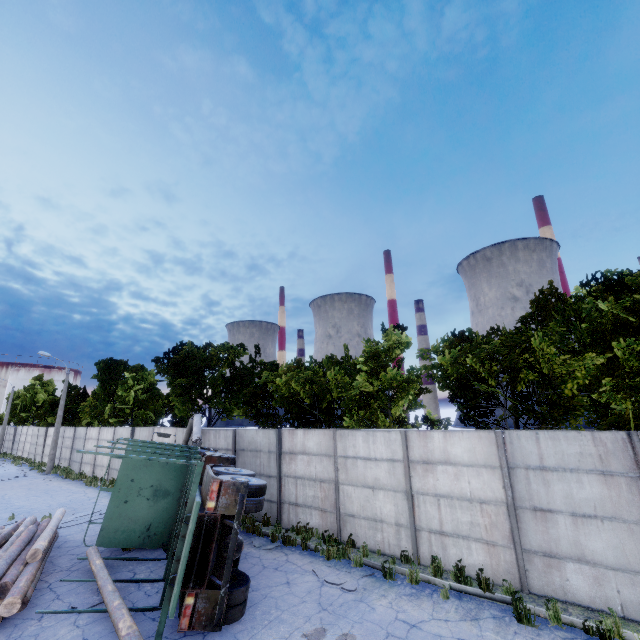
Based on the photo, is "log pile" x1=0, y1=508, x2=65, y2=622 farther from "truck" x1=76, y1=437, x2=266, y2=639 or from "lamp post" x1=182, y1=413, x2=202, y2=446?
"lamp post" x1=182, y1=413, x2=202, y2=446

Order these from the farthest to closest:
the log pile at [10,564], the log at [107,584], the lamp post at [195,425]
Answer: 1. the lamp post at [195,425]
2. the log pile at [10,564]
3. the log at [107,584]

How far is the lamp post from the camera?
15.02m

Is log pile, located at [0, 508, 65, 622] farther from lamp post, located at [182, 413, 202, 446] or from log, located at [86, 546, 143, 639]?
lamp post, located at [182, 413, 202, 446]

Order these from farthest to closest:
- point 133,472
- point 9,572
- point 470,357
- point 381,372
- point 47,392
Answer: point 47,392 → point 381,372 → point 470,357 → point 133,472 → point 9,572

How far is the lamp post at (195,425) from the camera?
15.0m

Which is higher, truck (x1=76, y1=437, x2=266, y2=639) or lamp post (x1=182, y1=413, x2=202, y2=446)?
lamp post (x1=182, y1=413, x2=202, y2=446)

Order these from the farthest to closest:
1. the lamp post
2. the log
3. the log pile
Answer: the lamp post, the log pile, the log
